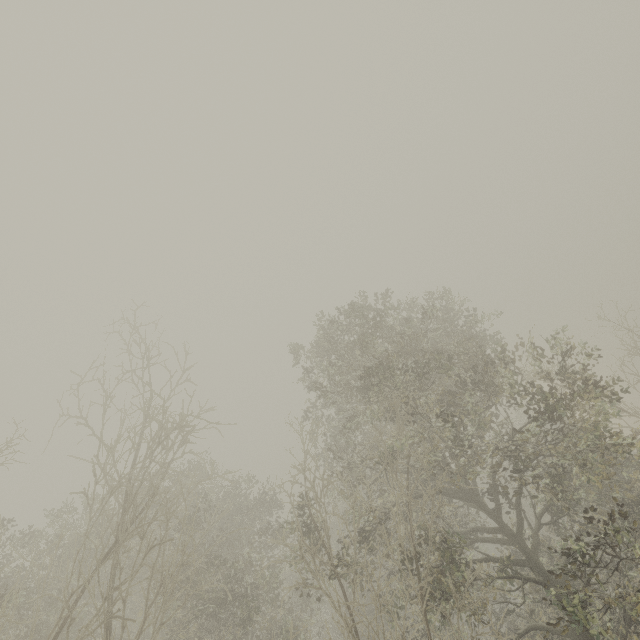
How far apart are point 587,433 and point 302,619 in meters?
14.8
